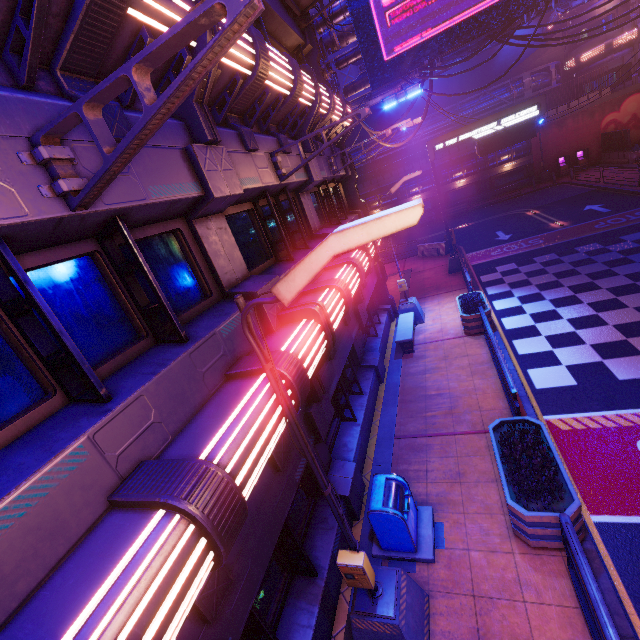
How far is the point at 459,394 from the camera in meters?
9.4 m

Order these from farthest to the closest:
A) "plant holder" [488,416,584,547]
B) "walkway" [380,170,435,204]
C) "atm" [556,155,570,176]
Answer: "walkway" [380,170,435,204] < "atm" [556,155,570,176] < "plant holder" [488,416,584,547]

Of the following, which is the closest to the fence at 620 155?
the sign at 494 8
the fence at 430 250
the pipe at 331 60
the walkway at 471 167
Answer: the walkway at 471 167

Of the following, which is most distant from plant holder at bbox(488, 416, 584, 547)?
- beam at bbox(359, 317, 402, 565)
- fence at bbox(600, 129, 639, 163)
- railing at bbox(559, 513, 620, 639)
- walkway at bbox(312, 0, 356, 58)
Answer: fence at bbox(600, 129, 639, 163)

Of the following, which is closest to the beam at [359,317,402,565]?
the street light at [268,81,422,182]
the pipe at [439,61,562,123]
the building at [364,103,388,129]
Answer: the street light at [268,81,422,182]

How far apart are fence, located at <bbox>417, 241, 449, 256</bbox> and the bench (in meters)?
10.77

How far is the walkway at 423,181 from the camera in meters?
38.3

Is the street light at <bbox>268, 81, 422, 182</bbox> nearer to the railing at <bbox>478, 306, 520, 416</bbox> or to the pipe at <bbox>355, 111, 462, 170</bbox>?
the railing at <bbox>478, 306, 520, 416</bbox>
